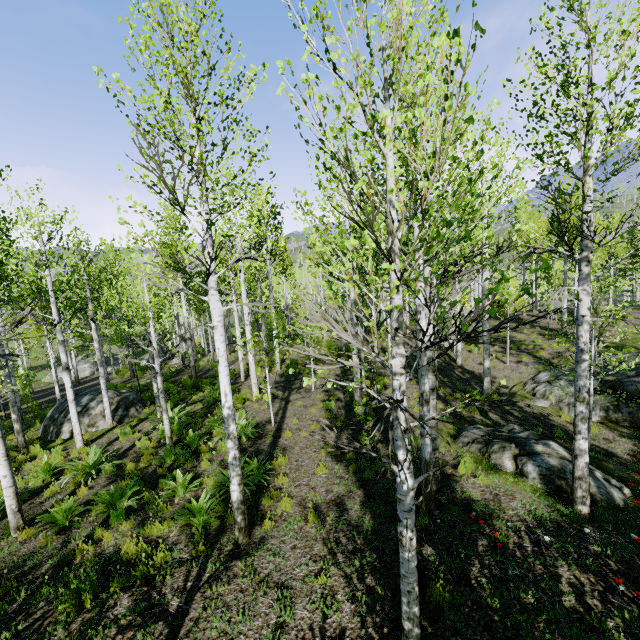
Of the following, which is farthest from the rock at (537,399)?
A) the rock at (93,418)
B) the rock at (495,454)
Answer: the rock at (93,418)

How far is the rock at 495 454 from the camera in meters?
6.9 m

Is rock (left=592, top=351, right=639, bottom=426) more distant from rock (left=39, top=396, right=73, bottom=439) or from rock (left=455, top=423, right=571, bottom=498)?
rock (left=39, top=396, right=73, bottom=439)

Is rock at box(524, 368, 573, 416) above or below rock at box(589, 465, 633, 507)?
below

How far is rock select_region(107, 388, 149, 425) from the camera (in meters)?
13.74

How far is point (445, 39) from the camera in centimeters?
190cm

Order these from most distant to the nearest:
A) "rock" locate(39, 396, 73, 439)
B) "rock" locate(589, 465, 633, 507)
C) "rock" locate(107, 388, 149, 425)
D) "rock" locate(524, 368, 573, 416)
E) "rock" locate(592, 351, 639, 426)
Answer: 1. "rock" locate(107, 388, 149, 425)
2. "rock" locate(39, 396, 73, 439)
3. "rock" locate(524, 368, 573, 416)
4. "rock" locate(592, 351, 639, 426)
5. "rock" locate(589, 465, 633, 507)
